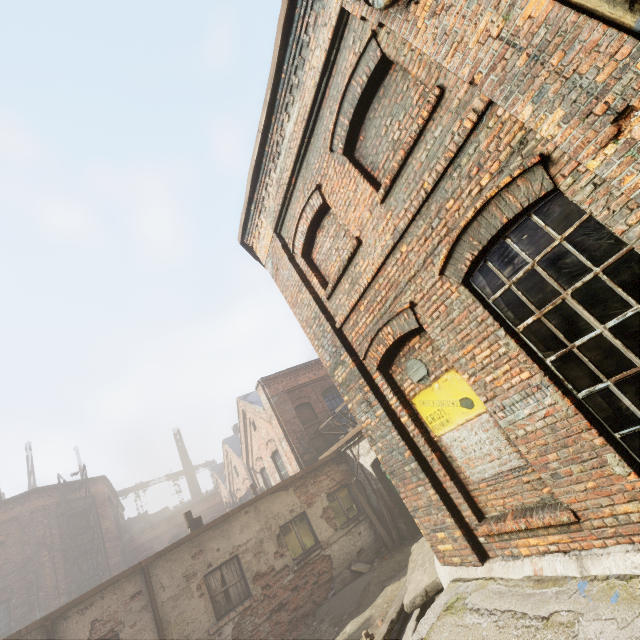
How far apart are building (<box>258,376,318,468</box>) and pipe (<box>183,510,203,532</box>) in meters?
4.4

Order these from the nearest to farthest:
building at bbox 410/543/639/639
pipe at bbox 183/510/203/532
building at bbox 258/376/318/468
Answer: building at bbox 410/543/639/639 < pipe at bbox 183/510/203/532 < building at bbox 258/376/318/468

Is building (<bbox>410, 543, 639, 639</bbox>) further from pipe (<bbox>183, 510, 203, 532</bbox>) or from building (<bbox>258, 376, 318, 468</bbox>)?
pipe (<bbox>183, 510, 203, 532</bbox>)

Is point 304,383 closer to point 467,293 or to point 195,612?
point 195,612

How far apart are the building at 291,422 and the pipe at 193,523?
4.4 meters

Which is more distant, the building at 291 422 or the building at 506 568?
the building at 291 422
